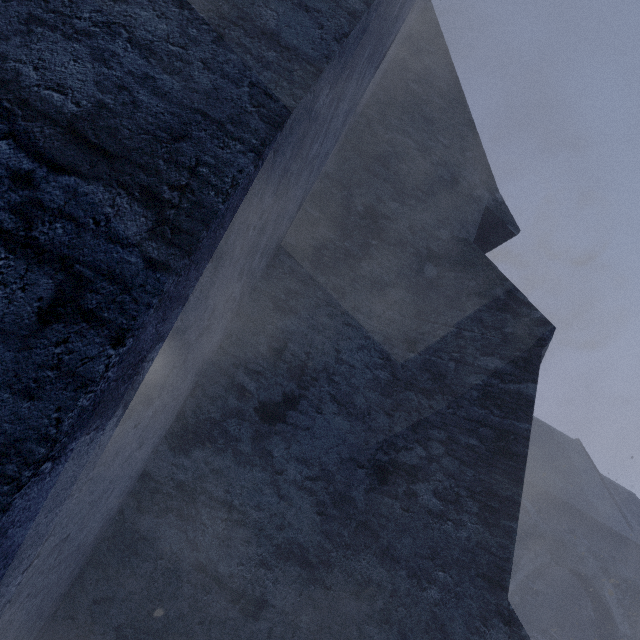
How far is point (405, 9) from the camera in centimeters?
334cm
